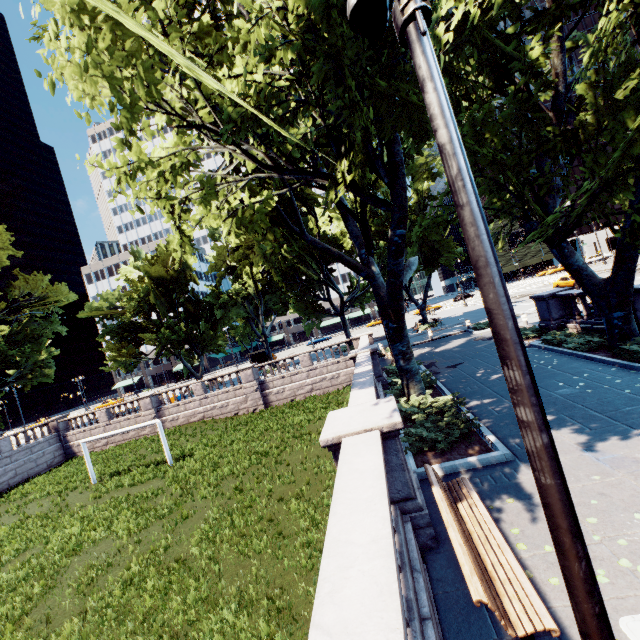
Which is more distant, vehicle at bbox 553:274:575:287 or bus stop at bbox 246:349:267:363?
bus stop at bbox 246:349:267:363

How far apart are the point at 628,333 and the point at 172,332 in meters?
35.3

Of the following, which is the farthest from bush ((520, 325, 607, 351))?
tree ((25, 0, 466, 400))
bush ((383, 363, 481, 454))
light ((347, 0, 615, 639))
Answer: light ((347, 0, 615, 639))

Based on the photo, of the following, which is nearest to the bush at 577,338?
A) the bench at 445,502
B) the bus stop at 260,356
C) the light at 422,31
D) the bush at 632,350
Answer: the bush at 632,350

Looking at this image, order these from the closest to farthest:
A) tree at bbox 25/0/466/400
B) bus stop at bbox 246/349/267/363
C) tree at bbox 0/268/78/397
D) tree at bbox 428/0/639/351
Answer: tree at bbox 25/0/466/400 < tree at bbox 428/0/639/351 < tree at bbox 0/268/78/397 < bus stop at bbox 246/349/267/363

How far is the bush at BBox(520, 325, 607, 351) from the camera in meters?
12.5

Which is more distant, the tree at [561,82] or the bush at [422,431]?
the bush at [422,431]

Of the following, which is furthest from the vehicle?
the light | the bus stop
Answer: the bus stop
